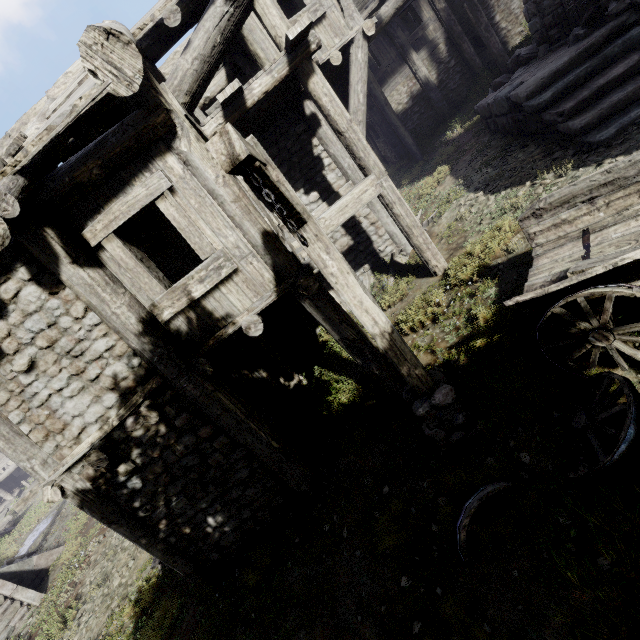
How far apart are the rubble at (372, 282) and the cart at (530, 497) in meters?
6.0 m

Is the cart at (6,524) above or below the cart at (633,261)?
below

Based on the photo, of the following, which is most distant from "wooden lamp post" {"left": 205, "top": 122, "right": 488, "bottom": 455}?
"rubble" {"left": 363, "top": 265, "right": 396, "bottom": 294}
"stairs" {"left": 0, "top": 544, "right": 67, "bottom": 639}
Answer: "stairs" {"left": 0, "top": 544, "right": 67, "bottom": 639}

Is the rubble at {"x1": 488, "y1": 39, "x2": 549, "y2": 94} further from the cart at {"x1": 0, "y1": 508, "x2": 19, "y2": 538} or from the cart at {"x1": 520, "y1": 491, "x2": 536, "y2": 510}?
the cart at {"x1": 0, "y1": 508, "x2": 19, "y2": 538}

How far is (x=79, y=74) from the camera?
6.3m

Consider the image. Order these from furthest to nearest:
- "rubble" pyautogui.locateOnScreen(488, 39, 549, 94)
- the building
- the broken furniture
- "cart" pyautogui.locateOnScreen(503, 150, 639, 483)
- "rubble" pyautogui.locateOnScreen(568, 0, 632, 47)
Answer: "rubble" pyautogui.locateOnScreen(488, 39, 549, 94)
the broken furniture
"rubble" pyautogui.locateOnScreen(568, 0, 632, 47)
the building
"cart" pyautogui.locateOnScreen(503, 150, 639, 483)

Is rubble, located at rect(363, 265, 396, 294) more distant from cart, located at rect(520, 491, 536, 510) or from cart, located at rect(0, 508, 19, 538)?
cart, located at rect(0, 508, 19, 538)

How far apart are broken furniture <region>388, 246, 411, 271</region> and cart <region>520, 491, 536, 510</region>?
6.2 meters
